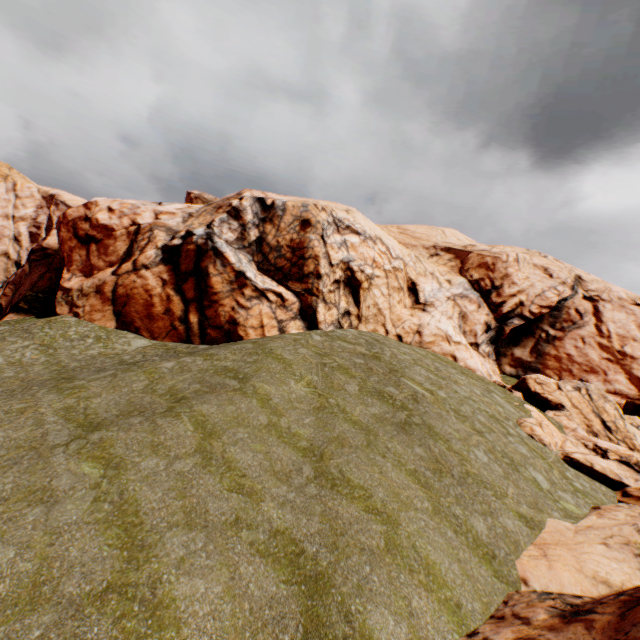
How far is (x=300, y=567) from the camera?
8.0m
